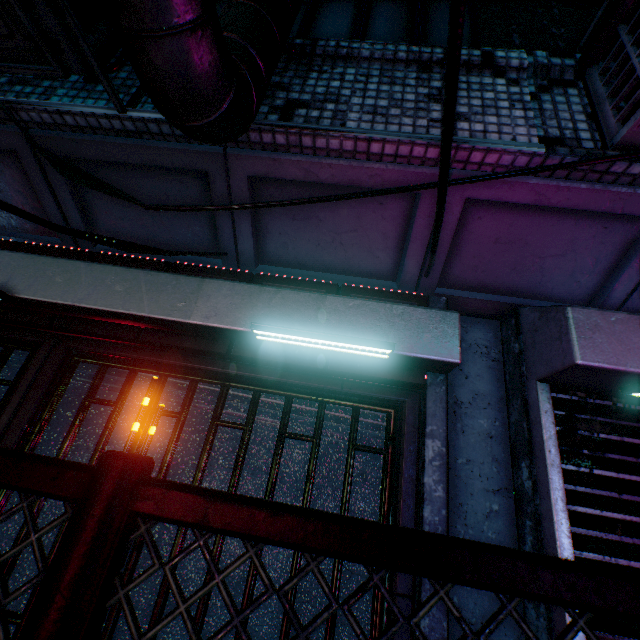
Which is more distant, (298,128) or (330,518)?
(298,128)

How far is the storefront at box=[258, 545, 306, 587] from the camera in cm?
150

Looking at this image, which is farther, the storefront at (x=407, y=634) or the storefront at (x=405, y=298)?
the storefront at (x=405, y=298)

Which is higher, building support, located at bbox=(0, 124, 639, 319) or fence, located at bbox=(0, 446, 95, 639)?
building support, located at bbox=(0, 124, 639, 319)

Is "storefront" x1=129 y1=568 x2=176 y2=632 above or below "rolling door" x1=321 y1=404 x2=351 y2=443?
below

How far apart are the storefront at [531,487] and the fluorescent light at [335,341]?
0.8m

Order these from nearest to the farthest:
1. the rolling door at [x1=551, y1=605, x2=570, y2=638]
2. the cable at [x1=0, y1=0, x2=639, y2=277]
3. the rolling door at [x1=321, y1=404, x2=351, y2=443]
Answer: the cable at [x1=0, y1=0, x2=639, y2=277] < the rolling door at [x1=551, y1=605, x2=570, y2=638] < the rolling door at [x1=321, y1=404, x2=351, y2=443]
